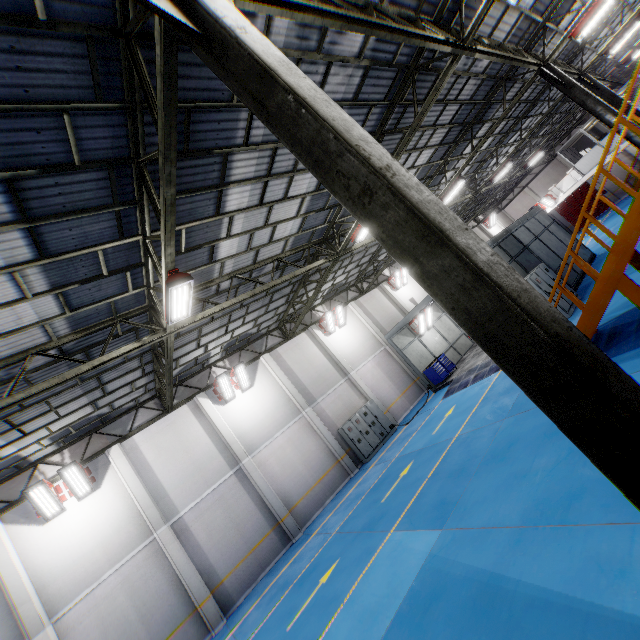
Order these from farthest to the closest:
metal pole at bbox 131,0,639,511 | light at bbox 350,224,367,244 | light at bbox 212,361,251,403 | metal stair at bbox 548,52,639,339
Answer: light at bbox 212,361,251,403
light at bbox 350,224,367,244
metal stair at bbox 548,52,639,339
metal pole at bbox 131,0,639,511

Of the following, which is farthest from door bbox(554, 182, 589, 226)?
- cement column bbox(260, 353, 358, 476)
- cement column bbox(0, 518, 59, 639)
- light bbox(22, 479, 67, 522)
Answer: cement column bbox(0, 518, 59, 639)

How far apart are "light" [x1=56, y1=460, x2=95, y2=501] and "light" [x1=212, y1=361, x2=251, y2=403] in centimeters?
562cm

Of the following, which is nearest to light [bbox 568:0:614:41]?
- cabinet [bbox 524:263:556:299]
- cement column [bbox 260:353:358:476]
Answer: cabinet [bbox 524:263:556:299]

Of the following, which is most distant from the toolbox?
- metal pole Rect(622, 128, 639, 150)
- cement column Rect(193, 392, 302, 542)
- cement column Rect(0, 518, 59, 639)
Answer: cement column Rect(0, 518, 59, 639)

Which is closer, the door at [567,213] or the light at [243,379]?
the light at [243,379]

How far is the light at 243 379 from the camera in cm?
1584

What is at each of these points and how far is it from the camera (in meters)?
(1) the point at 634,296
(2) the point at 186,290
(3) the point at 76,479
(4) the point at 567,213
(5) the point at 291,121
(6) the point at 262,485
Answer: (1) metal stair, 7.27
(2) light, 7.57
(3) light, 12.07
(4) door, 37.97
(5) metal pole, 2.77
(6) cement column, 14.68
